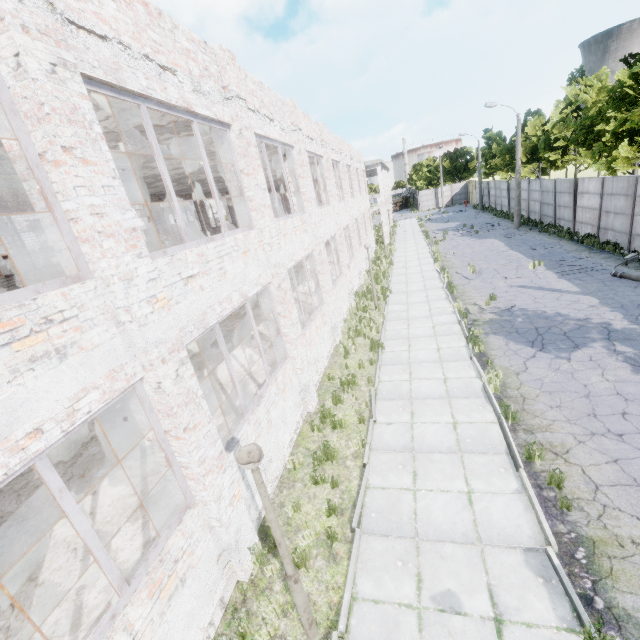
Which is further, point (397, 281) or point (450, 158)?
point (450, 158)
